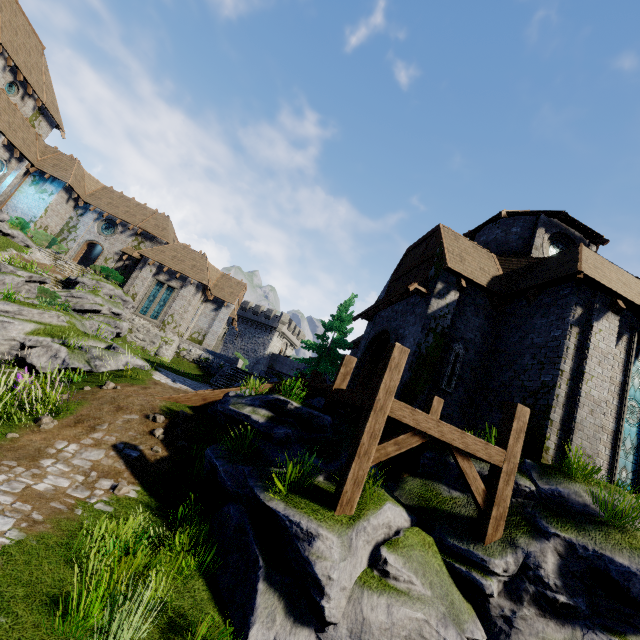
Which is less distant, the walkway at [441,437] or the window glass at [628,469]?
the walkway at [441,437]

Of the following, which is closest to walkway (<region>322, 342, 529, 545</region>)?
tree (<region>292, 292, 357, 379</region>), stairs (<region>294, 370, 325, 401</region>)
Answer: stairs (<region>294, 370, 325, 401</region>)

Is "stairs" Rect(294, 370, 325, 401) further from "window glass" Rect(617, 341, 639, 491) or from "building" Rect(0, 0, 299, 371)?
"building" Rect(0, 0, 299, 371)

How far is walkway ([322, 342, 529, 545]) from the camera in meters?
5.8 m

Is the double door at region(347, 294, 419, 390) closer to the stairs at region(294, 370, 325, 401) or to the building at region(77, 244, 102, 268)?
the stairs at region(294, 370, 325, 401)

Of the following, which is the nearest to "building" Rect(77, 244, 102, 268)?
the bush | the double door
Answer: the bush

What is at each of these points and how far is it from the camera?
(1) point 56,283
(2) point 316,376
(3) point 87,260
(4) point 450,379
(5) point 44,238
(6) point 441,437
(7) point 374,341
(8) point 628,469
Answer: (1) stairs, 23.4 meters
(2) stairs, 11.9 meters
(3) building, 36.4 meters
(4) window slit, 11.6 meters
(5) bush, 29.0 meters
(6) walkway, 6.2 meters
(7) double door, 15.6 meters
(8) window glass, 9.4 meters

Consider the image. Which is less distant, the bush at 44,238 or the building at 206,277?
the building at 206,277
